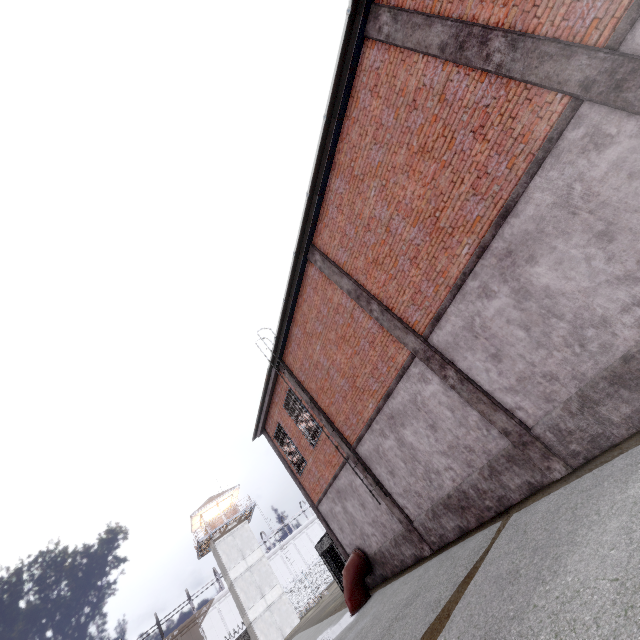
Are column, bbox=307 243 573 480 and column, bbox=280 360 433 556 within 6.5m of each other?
yes

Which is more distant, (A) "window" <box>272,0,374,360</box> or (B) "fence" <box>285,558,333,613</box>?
(B) "fence" <box>285,558,333,613</box>

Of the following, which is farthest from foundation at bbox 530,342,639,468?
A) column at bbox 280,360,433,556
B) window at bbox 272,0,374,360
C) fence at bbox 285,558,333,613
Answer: fence at bbox 285,558,333,613

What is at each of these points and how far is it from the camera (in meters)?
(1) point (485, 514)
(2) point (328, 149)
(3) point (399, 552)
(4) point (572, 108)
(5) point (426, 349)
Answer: (1) foundation, 8.39
(2) window, 8.69
(3) foundation, 11.70
(4) trim, 5.09
(5) column, 8.37

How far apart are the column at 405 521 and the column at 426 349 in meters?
5.3

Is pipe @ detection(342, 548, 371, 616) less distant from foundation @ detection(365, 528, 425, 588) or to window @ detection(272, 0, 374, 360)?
foundation @ detection(365, 528, 425, 588)

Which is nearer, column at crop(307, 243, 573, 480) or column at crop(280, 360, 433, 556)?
column at crop(307, 243, 573, 480)

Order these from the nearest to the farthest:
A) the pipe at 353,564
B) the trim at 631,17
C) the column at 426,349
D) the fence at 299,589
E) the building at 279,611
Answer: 1. the trim at 631,17
2. the column at 426,349
3. the pipe at 353,564
4. the building at 279,611
5. the fence at 299,589
